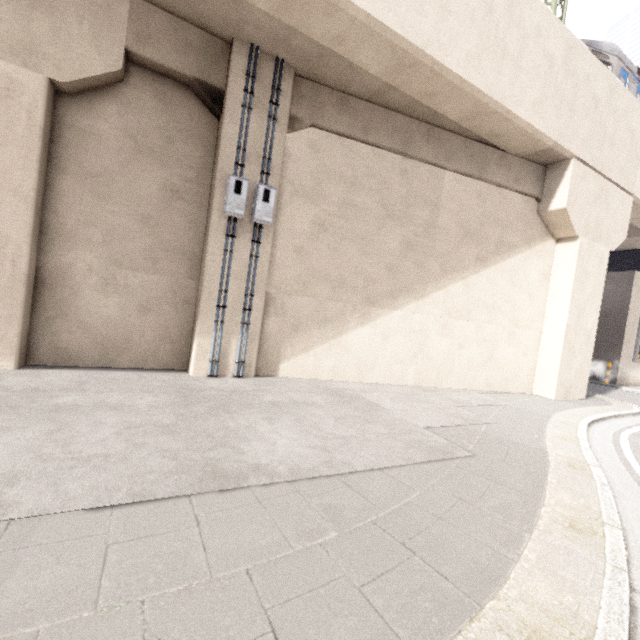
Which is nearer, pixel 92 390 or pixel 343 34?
pixel 92 390

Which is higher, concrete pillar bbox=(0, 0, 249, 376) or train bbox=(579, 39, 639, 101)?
train bbox=(579, 39, 639, 101)

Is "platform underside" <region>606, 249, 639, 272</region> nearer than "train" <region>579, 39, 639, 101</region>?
No

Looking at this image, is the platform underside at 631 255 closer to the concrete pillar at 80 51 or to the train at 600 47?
the train at 600 47

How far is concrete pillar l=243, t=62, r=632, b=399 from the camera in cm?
725

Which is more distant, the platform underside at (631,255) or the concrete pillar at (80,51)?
the platform underside at (631,255)

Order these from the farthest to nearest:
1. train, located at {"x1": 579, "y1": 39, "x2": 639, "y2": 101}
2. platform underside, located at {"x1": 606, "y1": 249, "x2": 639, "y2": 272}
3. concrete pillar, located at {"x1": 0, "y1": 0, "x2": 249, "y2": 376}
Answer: platform underside, located at {"x1": 606, "y1": 249, "x2": 639, "y2": 272} < train, located at {"x1": 579, "y1": 39, "x2": 639, "y2": 101} < concrete pillar, located at {"x1": 0, "y1": 0, "x2": 249, "y2": 376}
